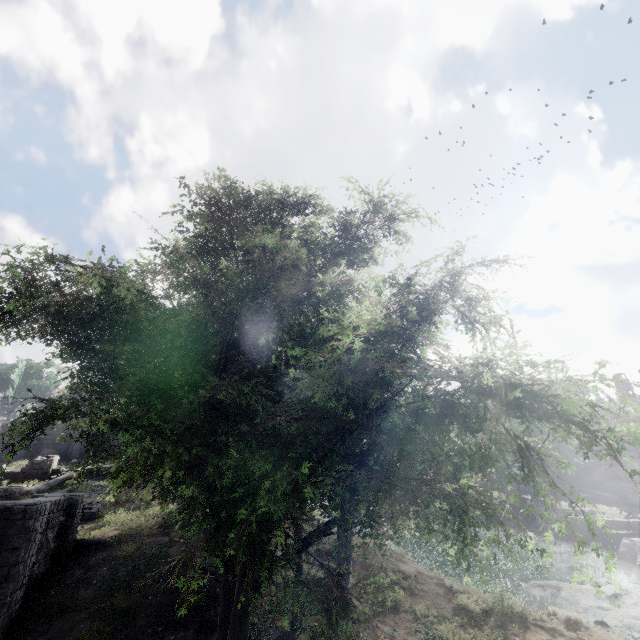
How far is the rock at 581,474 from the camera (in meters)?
50.19

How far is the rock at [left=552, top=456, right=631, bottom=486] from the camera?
50.2m

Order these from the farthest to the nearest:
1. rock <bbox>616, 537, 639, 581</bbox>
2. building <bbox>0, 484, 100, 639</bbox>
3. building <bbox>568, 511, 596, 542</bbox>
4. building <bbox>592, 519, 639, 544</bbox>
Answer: building <bbox>568, 511, 596, 542</bbox> < building <bbox>592, 519, 639, 544</bbox> < rock <bbox>616, 537, 639, 581</bbox> < building <bbox>0, 484, 100, 639</bbox>

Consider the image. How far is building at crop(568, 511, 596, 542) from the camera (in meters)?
31.03

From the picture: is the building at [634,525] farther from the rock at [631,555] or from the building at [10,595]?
the building at [10,595]

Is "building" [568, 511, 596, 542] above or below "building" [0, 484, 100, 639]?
below

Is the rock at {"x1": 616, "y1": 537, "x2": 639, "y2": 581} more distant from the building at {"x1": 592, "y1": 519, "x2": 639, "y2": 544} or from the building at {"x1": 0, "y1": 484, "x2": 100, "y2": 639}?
the building at {"x1": 0, "y1": 484, "x2": 100, "y2": 639}

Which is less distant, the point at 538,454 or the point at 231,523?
the point at 538,454
